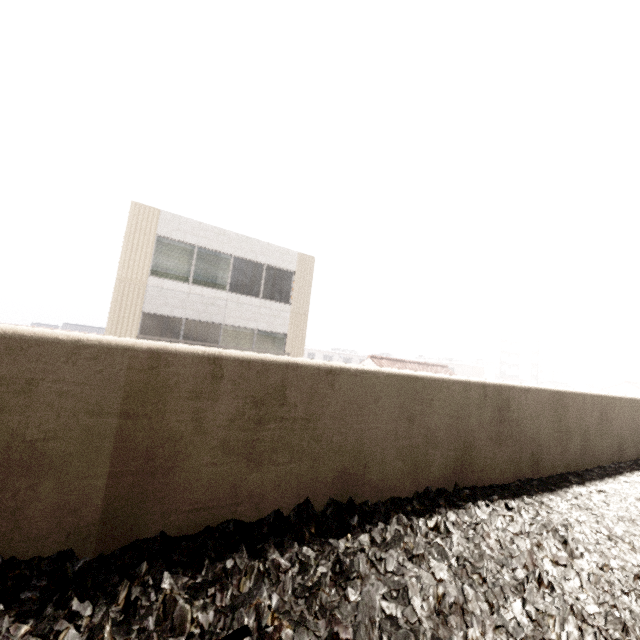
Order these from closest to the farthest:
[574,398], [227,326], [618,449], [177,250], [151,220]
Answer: [574,398] → [618,449] → [151,220] → [177,250] → [227,326]

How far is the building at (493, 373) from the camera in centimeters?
4900cm

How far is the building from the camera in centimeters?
4900cm
